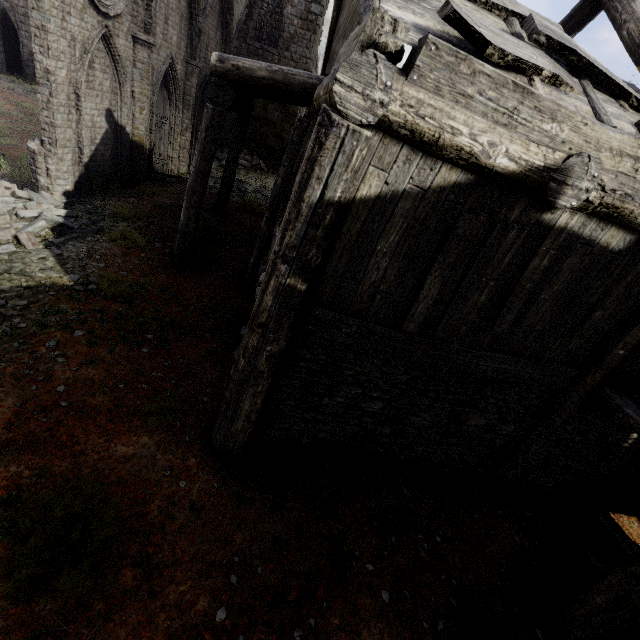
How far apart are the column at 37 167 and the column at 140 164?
3.6 meters

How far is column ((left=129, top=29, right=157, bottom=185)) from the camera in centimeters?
1067cm

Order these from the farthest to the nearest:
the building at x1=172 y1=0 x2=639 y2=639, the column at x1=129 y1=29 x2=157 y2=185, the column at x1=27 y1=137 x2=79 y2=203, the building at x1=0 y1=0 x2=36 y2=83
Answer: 1. the building at x1=0 y1=0 x2=36 y2=83
2. the column at x1=129 y1=29 x2=157 y2=185
3. the column at x1=27 y1=137 x2=79 y2=203
4. the building at x1=172 y1=0 x2=639 y2=639

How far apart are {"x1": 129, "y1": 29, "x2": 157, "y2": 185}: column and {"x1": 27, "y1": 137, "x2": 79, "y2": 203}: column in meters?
3.6 m

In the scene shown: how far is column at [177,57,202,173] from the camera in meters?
14.1

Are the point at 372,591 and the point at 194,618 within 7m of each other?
yes

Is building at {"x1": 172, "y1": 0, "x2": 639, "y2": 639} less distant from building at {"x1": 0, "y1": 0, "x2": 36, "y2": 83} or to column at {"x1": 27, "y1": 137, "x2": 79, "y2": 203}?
column at {"x1": 27, "y1": 137, "x2": 79, "y2": 203}

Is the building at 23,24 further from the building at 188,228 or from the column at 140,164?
the building at 188,228
